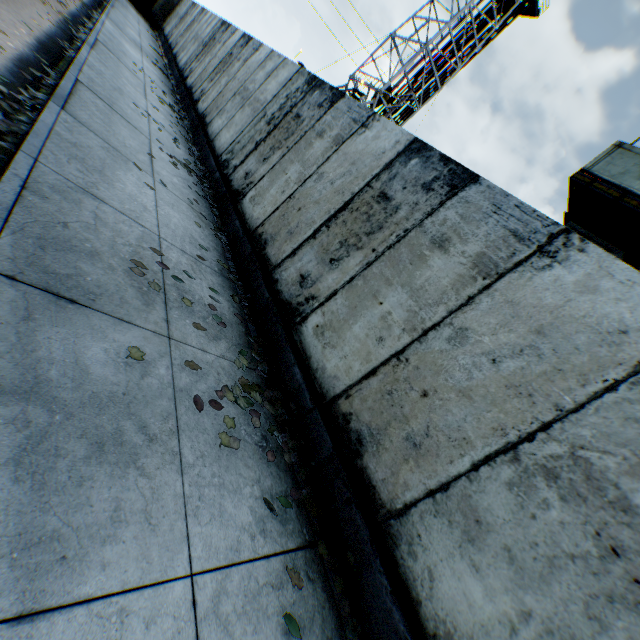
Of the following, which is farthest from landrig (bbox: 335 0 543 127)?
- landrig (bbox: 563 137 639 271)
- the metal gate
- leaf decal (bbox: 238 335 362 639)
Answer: leaf decal (bbox: 238 335 362 639)

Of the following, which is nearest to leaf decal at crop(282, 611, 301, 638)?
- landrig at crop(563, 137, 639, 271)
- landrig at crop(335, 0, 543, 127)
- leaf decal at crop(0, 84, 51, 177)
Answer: leaf decal at crop(0, 84, 51, 177)

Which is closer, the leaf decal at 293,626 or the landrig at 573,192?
the leaf decal at 293,626

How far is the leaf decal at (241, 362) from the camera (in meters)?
3.67

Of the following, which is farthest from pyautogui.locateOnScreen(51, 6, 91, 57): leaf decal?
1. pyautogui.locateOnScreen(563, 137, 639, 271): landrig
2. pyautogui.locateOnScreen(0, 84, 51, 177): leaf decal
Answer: pyautogui.locateOnScreen(563, 137, 639, 271): landrig

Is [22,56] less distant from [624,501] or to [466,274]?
[466,274]

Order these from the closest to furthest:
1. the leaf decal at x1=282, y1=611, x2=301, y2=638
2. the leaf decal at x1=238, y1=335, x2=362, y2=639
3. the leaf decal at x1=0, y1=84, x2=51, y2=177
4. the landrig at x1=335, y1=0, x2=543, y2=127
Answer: the leaf decal at x1=282, y1=611, x2=301, y2=638, the leaf decal at x1=238, y1=335, x2=362, y2=639, the leaf decal at x1=0, y1=84, x2=51, y2=177, the landrig at x1=335, y1=0, x2=543, y2=127

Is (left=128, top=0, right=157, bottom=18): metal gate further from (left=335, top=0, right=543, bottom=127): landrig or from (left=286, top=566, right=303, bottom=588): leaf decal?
(left=286, top=566, right=303, bottom=588): leaf decal
